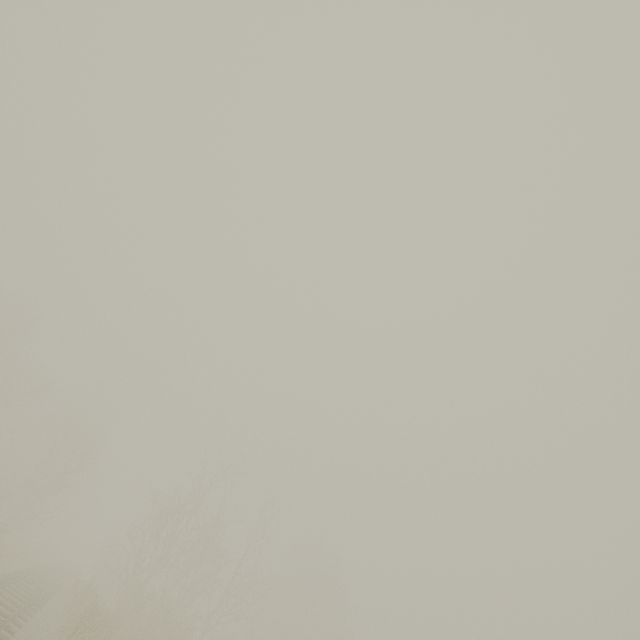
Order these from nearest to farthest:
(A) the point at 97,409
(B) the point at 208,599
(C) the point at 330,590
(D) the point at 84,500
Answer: (B) the point at 208,599 → (C) the point at 330,590 → (A) the point at 97,409 → (D) the point at 84,500
